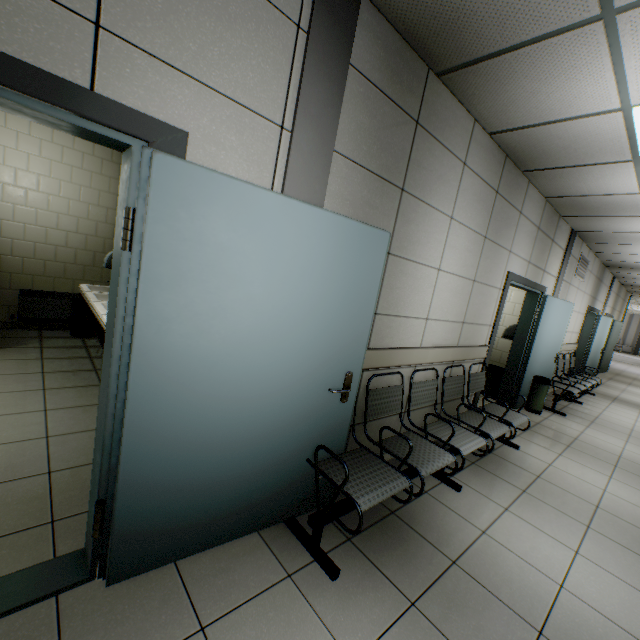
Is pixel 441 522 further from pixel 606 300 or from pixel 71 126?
pixel 606 300

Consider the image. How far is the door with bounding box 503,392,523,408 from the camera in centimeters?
557cm

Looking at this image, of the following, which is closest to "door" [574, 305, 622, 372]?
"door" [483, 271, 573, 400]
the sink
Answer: "door" [483, 271, 573, 400]

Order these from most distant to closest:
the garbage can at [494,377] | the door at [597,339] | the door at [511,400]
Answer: the door at [597,339] → the garbage can at [494,377] → the door at [511,400]

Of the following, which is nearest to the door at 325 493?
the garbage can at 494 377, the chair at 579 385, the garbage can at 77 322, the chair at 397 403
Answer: the chair at 397 403

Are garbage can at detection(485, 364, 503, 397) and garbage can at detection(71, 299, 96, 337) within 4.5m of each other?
no

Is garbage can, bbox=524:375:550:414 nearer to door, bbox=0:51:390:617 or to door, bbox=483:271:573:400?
door, bbox=483:271:573:400

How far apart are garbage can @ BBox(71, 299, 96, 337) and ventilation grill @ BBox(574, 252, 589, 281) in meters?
8.9 m
